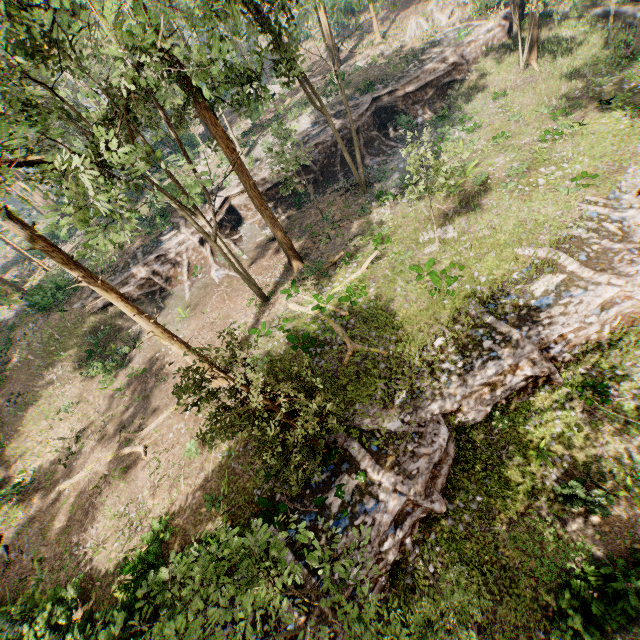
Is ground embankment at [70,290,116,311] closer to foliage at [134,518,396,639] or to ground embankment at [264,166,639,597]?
foliage at [134,518,396,639]

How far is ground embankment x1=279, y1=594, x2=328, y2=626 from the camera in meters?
10.8

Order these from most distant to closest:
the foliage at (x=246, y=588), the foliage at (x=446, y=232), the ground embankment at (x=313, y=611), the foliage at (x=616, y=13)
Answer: the foliage at (x=616, y=13) < the foliage at (x=446, y=232) < the ground embankment at (x=313, y=611) < the foliage at (x=246, y=588)

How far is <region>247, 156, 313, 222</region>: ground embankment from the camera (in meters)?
28.38

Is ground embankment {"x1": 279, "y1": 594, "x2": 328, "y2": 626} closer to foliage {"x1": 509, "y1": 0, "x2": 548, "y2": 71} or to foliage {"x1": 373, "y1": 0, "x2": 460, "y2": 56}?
foliage {"x1": 373, "y1": 0, "x2": 460, "y2": 56}

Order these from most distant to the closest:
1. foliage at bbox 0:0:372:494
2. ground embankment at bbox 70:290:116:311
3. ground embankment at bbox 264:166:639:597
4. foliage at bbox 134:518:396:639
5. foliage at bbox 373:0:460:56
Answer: foliage at bbox 373:0:460:56 → ground embankment at bbox 70:290:116:311 → ground embankment at bbox 264:166:639:597 → foliage at bbox 0:0:372:494 → foliage at bbox 134:518:396:639

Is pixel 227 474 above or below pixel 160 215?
below

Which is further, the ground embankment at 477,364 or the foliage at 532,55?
the foliage at 532,55
